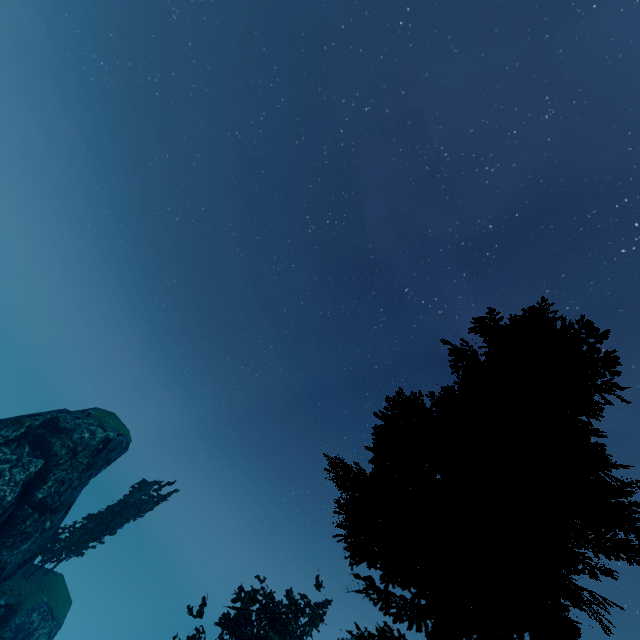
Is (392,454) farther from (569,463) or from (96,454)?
(96,454)

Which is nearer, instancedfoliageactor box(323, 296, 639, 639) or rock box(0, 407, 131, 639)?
instancedfoliageactor box(323, 296, 639, 639)

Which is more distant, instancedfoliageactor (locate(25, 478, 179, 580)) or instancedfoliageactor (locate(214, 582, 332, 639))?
instancedfoliageactor (locate(25, 478, 179, 580))

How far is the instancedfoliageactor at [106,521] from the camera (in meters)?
25.16

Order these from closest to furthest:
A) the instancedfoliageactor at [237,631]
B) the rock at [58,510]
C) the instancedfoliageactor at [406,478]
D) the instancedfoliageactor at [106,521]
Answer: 1. the instancedfoliageactor at [406,478]
2. the instancedfoliageactor at [237,631]
3. the rock at [58,510]
4. the instancedfoliageactor at [106,521]

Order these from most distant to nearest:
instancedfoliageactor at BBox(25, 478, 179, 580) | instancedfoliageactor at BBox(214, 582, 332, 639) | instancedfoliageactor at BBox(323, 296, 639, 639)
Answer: instancedfoliageactor at BBox(25, 478, 179, 580) → instancedfoliageactor at BBox(214, 582, 332, 639) → instancedfoliageactor at BBox(323, 296, 639, 639)

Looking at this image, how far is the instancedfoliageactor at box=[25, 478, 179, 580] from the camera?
25.2 meters
